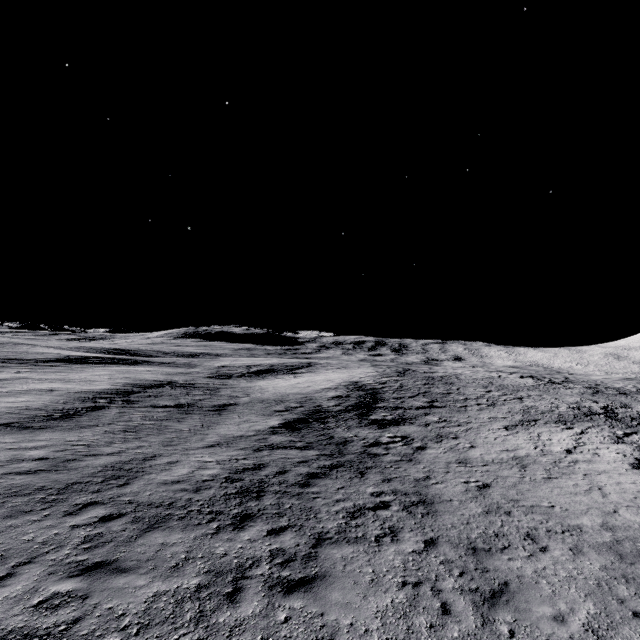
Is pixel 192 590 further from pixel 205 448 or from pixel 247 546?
pixel 205 448
